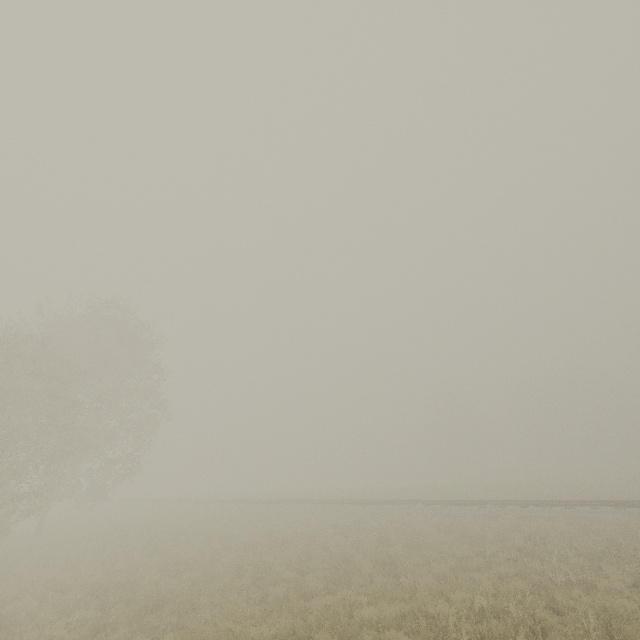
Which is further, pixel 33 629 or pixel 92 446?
pixel 92 446
